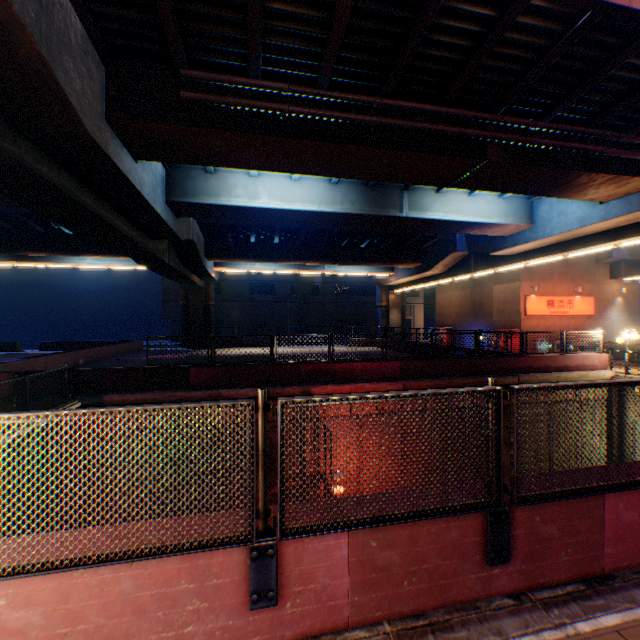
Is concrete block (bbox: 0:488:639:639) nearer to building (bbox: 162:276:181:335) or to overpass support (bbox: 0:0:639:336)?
overpass support (bbox: 0:0:639:336)

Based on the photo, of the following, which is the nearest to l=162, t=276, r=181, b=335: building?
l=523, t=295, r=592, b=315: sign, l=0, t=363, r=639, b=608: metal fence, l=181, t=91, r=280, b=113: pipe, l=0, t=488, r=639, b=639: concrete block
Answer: l=0, t=363, r=639, b=608: metal fence

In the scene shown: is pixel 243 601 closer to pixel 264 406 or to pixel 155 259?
pixel 264 406

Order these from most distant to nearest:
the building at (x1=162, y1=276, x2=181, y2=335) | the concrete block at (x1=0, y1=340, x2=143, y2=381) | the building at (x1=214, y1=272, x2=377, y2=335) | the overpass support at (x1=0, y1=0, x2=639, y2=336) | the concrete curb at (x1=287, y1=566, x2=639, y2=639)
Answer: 1. the building at (x1=214, y1=272, x2=377, y2=335)
2. the building at (x1=162, y1=276, x2=181, y2=335)
3. the concrete block at (x1=0, y1=340, x2=143, y2=381)
4. the overpass support at (x1=0, y1=0, x2=639, y2=336)
5. the concrete curb at (x1=287, y1=566, x2=639, y2=639)

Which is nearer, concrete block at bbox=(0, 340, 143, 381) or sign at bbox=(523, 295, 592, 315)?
concrete block at bbox=(0, 340, 143, 381)

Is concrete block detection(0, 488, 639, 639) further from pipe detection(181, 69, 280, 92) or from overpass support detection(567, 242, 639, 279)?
pipe detection(181, 69, 280, 92)

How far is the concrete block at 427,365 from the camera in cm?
1234

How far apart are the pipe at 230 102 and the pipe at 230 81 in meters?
0.3 m
